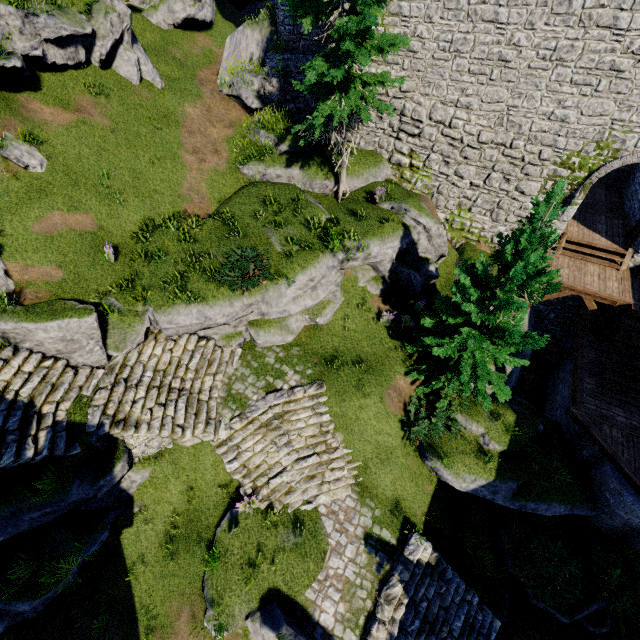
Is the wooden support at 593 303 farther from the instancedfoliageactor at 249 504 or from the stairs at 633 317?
the instancedfoliageactor at 249 504

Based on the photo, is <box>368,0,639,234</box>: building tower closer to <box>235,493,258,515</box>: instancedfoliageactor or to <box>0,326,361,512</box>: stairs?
<box>0,326,361,512</box>: stairs

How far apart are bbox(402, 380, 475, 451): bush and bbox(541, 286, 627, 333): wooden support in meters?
6.9

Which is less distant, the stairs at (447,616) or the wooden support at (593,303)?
the stairs at (447,616)

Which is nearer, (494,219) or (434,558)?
(434,558)

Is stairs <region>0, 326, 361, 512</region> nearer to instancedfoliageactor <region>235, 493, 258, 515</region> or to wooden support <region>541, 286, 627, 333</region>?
instancedfoliageactor <region>235, 493, 258, 515</region>

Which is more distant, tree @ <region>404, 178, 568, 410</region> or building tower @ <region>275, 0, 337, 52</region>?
building tower @ <region>275, 0, 337, 52</region>

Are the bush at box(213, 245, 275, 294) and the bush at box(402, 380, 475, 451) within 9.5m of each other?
yes
